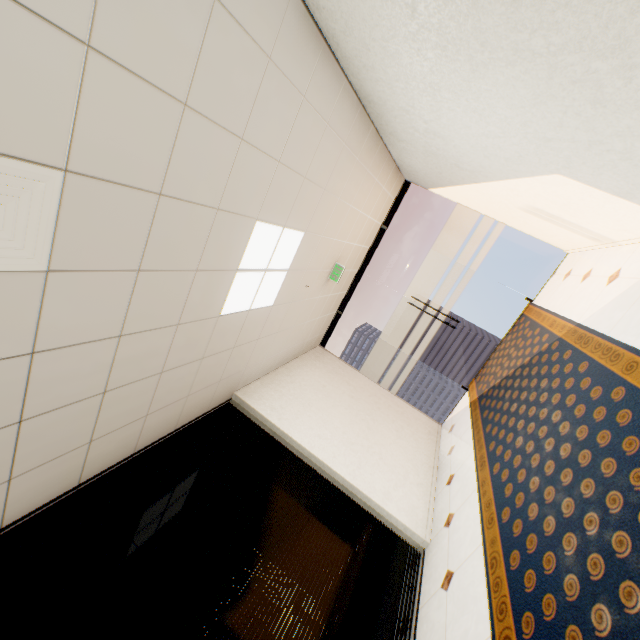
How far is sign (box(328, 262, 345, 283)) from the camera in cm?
514

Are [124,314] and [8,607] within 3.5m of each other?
yes

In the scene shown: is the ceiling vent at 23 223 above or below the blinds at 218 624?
above

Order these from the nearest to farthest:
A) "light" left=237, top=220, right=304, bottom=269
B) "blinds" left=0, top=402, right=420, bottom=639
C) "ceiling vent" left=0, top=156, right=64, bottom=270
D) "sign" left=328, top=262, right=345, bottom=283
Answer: "ceiling vent" left=0, top=156, right=64, bottom=270 → "blinds" left=0, top=402, right=420, bottom=639 → "light" left=237, top=220, right=304, bottom=269 → "sign" left=328, top=262, right=345, bottom=283

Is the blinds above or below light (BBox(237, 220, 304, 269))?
below

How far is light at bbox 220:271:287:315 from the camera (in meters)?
3.10

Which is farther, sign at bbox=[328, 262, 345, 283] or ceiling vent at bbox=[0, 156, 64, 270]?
sign at bbox=[328, 262, 345, 283]

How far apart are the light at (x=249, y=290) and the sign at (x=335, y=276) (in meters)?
1.50
